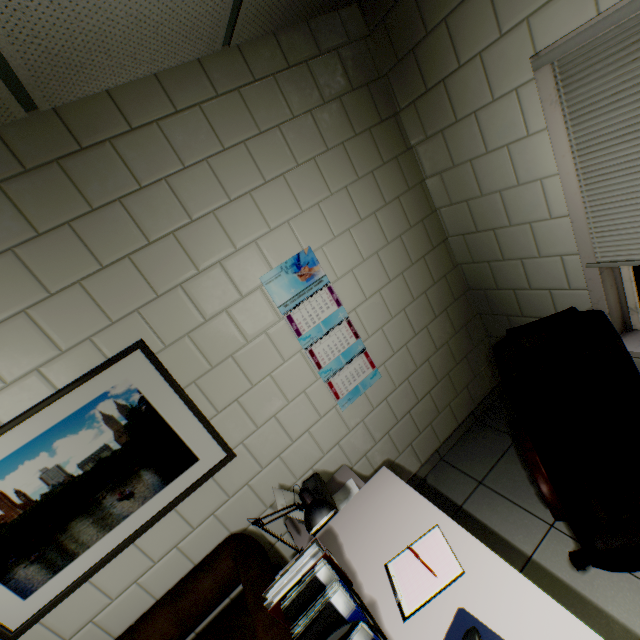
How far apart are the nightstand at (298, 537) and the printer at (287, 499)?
0.1m

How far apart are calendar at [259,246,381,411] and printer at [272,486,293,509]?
0.5m

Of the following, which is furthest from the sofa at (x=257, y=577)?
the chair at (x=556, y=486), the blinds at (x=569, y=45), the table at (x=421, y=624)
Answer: the blinds at (x=569, y=45)

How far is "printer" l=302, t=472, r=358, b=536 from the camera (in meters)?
1.85

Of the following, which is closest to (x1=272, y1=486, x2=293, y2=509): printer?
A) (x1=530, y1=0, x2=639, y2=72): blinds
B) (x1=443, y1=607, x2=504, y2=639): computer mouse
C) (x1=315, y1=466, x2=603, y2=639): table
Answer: (x1=315, y1=466, x2=603, y2=639): table

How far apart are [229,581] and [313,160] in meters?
2.6 m

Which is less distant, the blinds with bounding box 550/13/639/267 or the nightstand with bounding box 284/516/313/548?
the blinds with bounding box 550/13/639/267

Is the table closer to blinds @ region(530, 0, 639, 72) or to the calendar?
the calendar
